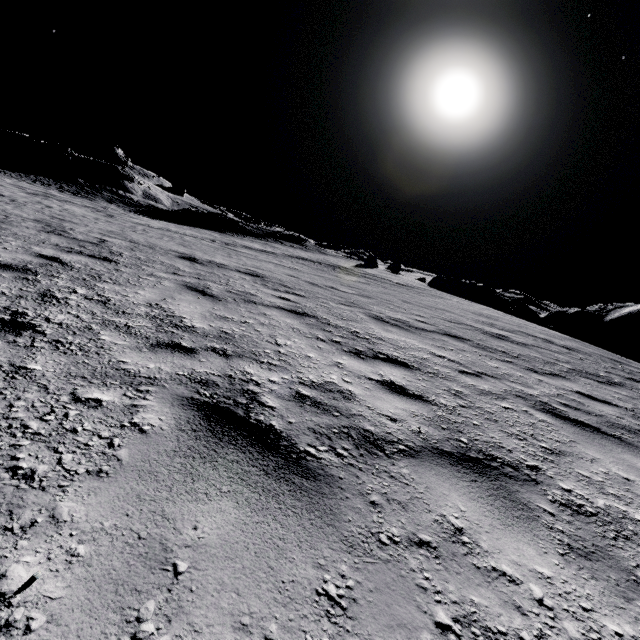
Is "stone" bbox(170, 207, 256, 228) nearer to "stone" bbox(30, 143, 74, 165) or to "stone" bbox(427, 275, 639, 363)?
"stone" bbox(30, 143, 74, 165)

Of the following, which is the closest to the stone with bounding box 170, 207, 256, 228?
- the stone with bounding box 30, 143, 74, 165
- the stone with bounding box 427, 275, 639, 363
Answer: the stone with bounding box 30, 143, 74, 165

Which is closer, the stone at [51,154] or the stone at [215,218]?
the stone at [215,218]

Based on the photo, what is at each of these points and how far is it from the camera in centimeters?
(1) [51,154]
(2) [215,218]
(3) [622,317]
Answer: (1) stone, 4334cm
(2) stone, 3688cm
(3) stone, 2303cm

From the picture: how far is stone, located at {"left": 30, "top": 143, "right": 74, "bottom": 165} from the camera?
42.0 meters

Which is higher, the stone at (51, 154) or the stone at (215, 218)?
the stone at (51, 154)
